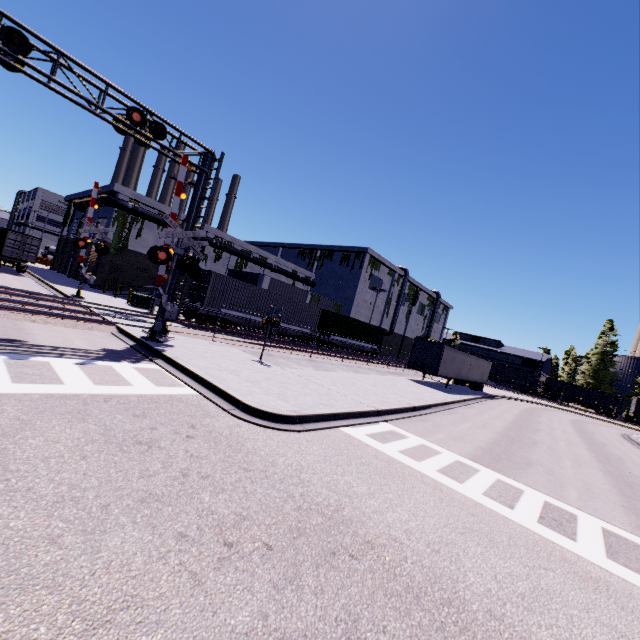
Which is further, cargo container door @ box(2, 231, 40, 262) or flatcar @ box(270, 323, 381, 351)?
flatcar @ box(270, 323, 381, 351)

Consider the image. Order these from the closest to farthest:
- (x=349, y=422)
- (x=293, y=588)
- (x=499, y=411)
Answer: (x=293, y=588) → (x=349, y=422) → (x=499, y=411)

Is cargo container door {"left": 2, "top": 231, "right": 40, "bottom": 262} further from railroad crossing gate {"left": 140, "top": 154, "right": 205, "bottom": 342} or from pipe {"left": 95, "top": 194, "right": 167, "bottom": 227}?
pipe {"left": 95, "top": 194, "right": 167, "bottom": 227}

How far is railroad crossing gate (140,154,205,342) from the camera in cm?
1263

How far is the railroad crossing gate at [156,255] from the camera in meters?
12.6 m

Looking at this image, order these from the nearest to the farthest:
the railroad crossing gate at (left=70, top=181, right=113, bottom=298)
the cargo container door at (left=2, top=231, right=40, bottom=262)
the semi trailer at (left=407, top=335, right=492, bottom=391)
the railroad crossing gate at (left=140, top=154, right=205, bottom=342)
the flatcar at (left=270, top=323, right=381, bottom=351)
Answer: the railroad crossing gate at (left=140, top=154, right=205, bottom=342) → the railroad crossing gate at (left=70, top=181, right=113, bottom=298) → the semi trailer at (left=407, top=335, right=492, bottom=391) → the cargo container door at (left=2, top=231, right=40, bottom=262) → the flatcar at (left=270, top=323, right=381, bottom=351)

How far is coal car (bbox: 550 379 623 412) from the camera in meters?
57.2 m

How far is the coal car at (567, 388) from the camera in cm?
5719
